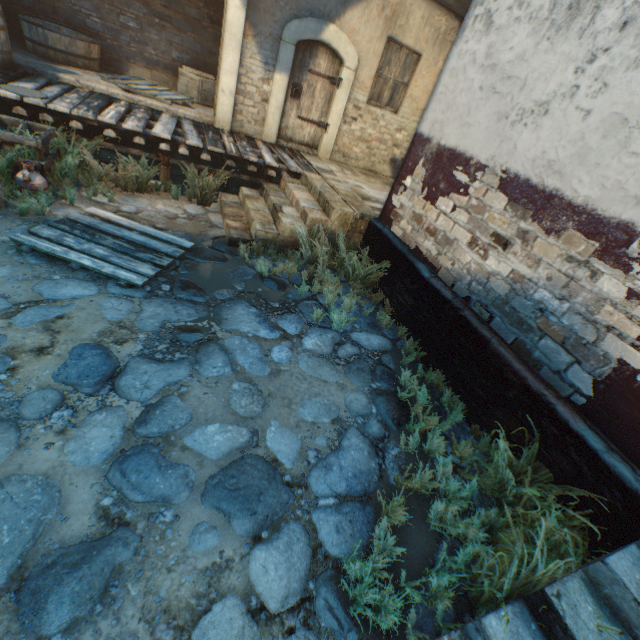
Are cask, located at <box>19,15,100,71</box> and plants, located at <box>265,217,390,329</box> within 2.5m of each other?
no

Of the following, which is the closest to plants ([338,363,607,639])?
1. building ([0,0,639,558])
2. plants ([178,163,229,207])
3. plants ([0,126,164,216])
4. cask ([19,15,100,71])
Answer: building ([0,0,639,558])

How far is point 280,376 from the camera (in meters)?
3.43

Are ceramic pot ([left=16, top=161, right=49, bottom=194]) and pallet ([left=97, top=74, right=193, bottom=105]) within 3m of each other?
no

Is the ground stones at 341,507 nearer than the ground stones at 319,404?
Yes

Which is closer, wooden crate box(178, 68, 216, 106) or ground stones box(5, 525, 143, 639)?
ground stones box(5, 525, 143, 639)

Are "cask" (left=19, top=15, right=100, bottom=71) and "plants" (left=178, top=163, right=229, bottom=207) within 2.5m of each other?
no

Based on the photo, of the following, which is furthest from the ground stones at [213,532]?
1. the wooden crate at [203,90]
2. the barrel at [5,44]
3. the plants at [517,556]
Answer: the wooden crate at [203,90]
